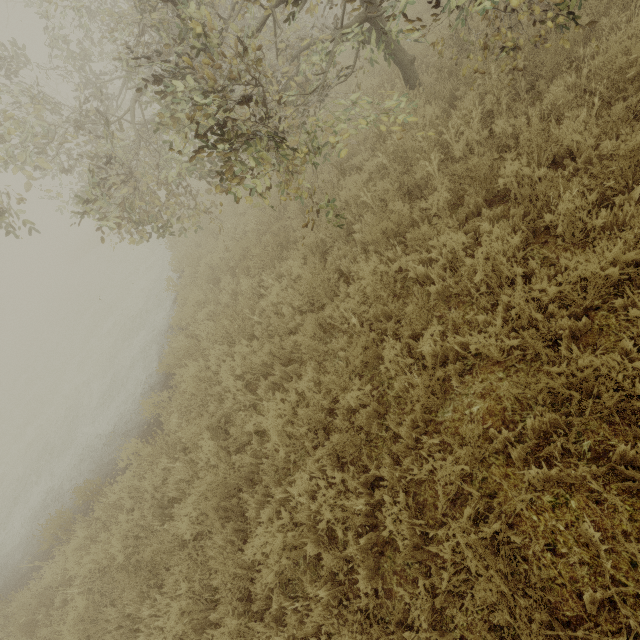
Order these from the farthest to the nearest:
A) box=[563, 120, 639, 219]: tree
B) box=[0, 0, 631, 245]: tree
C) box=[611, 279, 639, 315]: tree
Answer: box=[0, 0, 631, 245]: tree < box=[563, 120, 639, 219]: tree < box=[611, 279, 639, 315]: tree

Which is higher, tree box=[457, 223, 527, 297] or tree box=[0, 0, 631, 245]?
tree box=[0, 0, 631, 245]

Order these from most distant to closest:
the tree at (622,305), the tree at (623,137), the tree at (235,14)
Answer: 1. the tree at (235,14)
2. the tree at (623,137)
3. the tree at (622,305)

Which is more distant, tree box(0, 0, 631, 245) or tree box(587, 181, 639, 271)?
tree box(0, 0, 631, 245)

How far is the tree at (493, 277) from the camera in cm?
330

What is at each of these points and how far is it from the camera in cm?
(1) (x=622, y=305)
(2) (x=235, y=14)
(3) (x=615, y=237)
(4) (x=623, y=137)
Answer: A:
(1) tree, 283
(2) tree, 540
(3) tree, 304
(4) tree, 351

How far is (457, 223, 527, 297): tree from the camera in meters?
3.3 m
